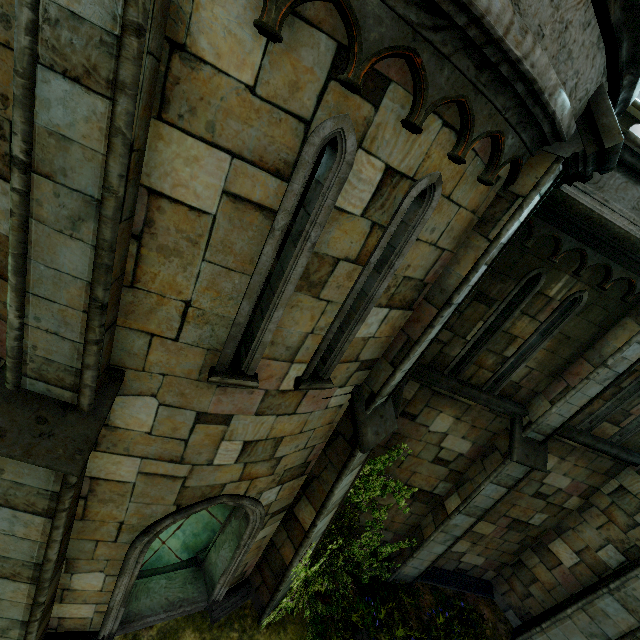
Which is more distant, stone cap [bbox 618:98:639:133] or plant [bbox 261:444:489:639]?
plant [bbox 261:444:489:639]

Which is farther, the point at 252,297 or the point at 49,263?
the point at 252,297

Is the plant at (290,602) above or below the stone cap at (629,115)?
below

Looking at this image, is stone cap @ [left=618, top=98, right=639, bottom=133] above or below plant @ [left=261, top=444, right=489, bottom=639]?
above

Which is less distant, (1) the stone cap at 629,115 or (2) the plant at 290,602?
(1) the stone cap at 629,115
